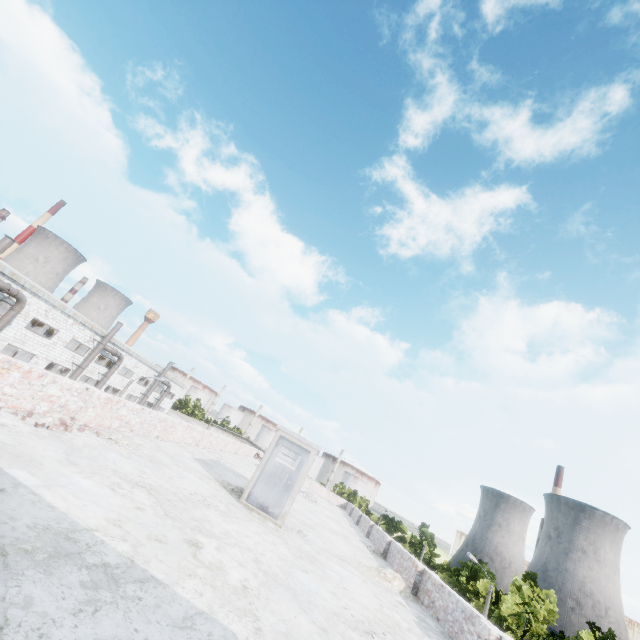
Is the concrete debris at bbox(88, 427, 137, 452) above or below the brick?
below

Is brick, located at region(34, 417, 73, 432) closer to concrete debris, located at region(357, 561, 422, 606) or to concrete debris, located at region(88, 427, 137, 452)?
concrete debris, located at region(88, 427, 137, 452)

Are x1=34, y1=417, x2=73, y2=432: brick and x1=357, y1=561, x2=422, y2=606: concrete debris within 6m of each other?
no

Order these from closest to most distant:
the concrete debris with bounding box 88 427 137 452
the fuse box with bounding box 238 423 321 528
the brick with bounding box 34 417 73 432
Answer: the brick with bounding box 34 417 73 432 → the concrete debris with bounding box 88 427 137 452 → the fuse box with bounding box 238 423 321 528

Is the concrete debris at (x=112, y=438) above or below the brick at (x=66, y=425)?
below

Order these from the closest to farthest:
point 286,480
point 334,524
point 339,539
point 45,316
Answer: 1. point 286,480
2. point 339,539
3. point 334,524
4. point 45,316

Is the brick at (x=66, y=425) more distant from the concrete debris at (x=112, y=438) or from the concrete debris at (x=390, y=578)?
the concrete debris at (x=390, y=578)

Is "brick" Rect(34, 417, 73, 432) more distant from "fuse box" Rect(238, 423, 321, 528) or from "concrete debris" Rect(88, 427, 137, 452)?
"fuse box" Rect(238, 423, 321, 528)
